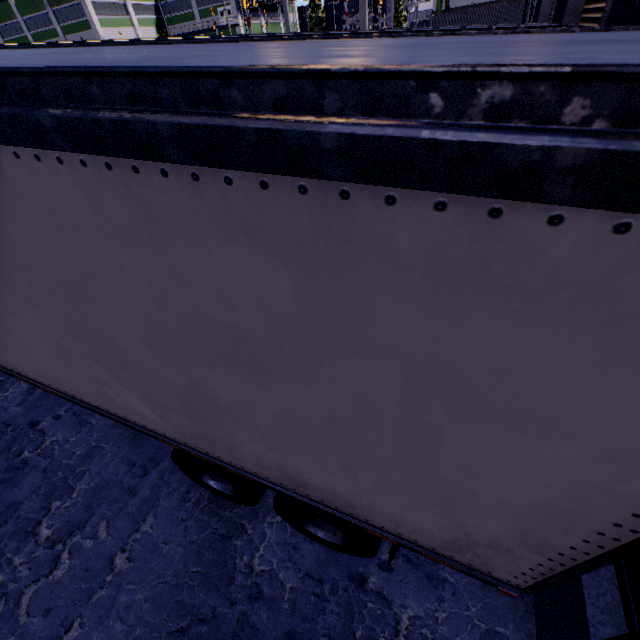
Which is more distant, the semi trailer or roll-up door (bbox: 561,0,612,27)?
roll-up door (bbox: 561,0,612,27)

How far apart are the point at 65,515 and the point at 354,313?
4.8 meters

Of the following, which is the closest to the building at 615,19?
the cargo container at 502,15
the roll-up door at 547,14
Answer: the roll-up door at 547,14

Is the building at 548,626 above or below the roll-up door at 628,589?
below

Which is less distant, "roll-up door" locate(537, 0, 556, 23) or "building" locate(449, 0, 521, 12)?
"roll-up door" locate(537, 0, 556, 23)

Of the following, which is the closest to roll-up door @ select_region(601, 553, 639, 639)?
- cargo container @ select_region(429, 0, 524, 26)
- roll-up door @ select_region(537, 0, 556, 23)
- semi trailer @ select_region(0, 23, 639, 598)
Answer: semi trailer @ select_region(0, 23, 639, 598)

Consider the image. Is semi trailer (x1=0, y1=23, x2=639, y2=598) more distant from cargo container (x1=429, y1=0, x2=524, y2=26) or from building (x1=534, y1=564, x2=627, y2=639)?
cargo container (x1=429, y1=0, x2=524, y2=26)

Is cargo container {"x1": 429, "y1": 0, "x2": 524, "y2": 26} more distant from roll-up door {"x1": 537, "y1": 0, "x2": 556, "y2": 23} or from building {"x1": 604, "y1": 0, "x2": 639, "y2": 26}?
roll-up door {"x1": 537, "y1": 0, "x2": 556, "y2": 23}
